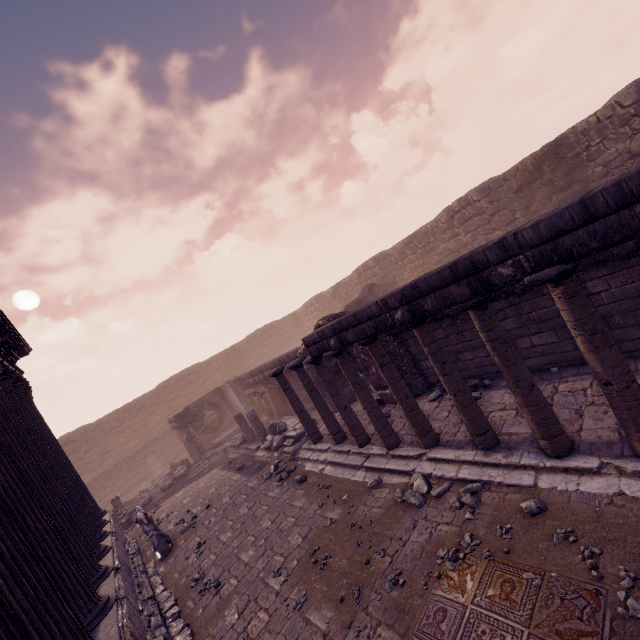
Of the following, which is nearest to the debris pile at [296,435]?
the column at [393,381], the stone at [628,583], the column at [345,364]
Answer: the column at [345,364]

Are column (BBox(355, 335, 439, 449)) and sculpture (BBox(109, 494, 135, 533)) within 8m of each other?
no

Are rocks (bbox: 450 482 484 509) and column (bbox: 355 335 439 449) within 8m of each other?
yes

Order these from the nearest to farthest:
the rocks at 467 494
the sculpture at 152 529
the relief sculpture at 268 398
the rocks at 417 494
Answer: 1. the rocks at 467 494
2. the rocks at 417 494
3. the sculpture at 152 529
4. the relief sculpture at 268 398

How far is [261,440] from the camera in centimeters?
1259cm

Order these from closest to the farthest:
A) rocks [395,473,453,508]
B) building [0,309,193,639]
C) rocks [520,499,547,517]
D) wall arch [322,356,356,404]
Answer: building [0,309,193,639], rocks [520,499,547,517], rocks [395,473,453,508], wall arch [322,356,356,404]

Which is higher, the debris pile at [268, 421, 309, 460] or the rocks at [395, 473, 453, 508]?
Answer: the debris pile at [268, 421, 309, 460]

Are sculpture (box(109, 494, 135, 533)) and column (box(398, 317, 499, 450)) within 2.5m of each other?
no
